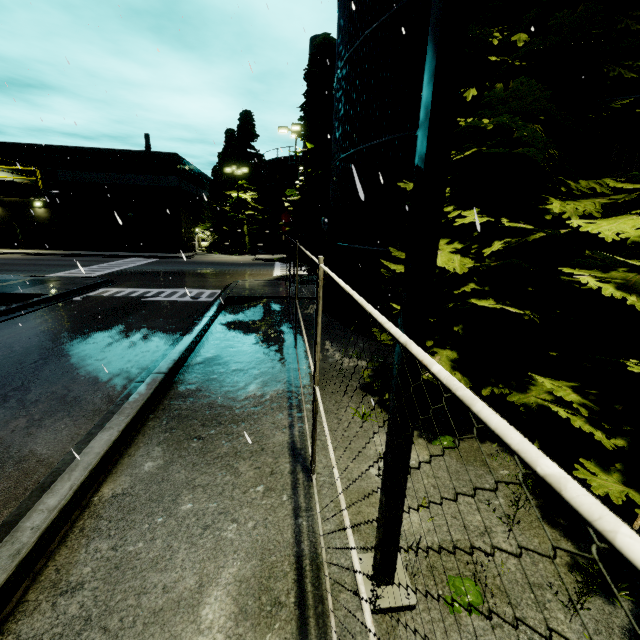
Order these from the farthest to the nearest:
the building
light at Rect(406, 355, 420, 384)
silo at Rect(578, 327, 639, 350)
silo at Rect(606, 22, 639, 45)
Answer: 1. the building
2. silo at Rect(578, 327, 639, 350)
3. silo at Rect(606, 22, 639, 45)
4. light at Rect(406, 355, 420, 384)

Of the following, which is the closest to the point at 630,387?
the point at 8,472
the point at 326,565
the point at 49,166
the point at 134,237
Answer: the point at 326,565

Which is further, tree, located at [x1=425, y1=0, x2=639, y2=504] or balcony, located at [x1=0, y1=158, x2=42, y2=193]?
balcony, located at [x1=0, y1=158, x2=42, y2=193]

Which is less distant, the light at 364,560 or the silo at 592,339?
the light at 364,560

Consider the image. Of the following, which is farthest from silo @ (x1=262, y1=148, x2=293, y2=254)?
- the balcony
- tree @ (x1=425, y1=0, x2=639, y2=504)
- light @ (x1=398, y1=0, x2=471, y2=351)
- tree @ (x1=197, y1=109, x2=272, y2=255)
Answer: the balcony

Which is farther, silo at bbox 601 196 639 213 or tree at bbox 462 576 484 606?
silo at bbox 601 196 639 213

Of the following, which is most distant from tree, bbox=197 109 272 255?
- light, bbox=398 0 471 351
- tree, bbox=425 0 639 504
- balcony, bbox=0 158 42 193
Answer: light, bbox=398 0 471 351

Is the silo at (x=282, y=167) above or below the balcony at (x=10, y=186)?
above
